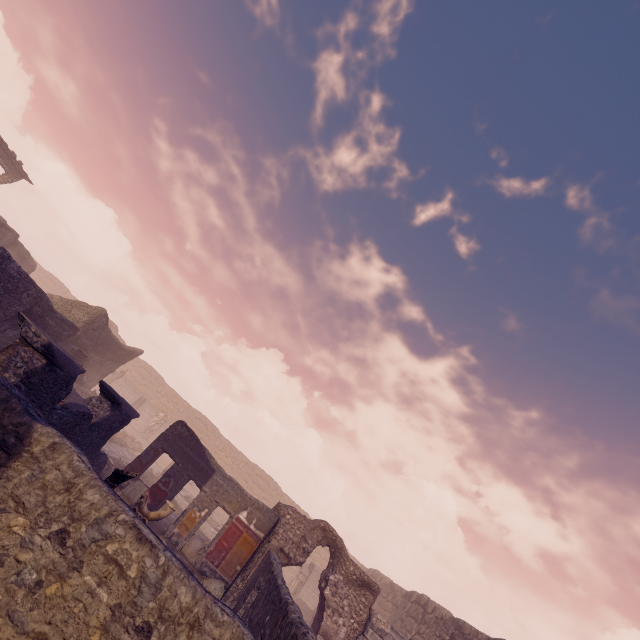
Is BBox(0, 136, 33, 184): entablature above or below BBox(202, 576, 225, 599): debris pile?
above

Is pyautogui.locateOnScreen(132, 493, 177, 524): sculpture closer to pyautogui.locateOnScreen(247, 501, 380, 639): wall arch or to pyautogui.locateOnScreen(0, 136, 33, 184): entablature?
pyautogui.locateOnScreen(247, 501, 380, 639): wall arch

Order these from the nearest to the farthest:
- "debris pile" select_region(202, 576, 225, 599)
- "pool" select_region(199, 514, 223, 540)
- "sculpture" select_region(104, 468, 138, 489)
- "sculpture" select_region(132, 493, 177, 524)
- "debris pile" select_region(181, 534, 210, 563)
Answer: "sculpture" select_region(104, 468, 138, 489) < "sculpture" select_region(132, 493, 177, 524) < "debris pile" select_region(202, 576, 225, 599) < "debris pile" select_region(181, 534, 210, 563) < "pool" select_region(199, 514, 223, 540)

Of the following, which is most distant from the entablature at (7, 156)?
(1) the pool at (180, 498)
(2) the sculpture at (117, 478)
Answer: (2) the sculpture at (117, 478)

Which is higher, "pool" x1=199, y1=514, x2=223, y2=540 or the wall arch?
the wall arch

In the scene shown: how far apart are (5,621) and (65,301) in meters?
17.2 m

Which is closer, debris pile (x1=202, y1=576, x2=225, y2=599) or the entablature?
debris pile (x1=202, y1=576, x2=225, y2=599)

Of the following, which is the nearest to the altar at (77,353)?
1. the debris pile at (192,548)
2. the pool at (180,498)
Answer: the pool at (180,498)
